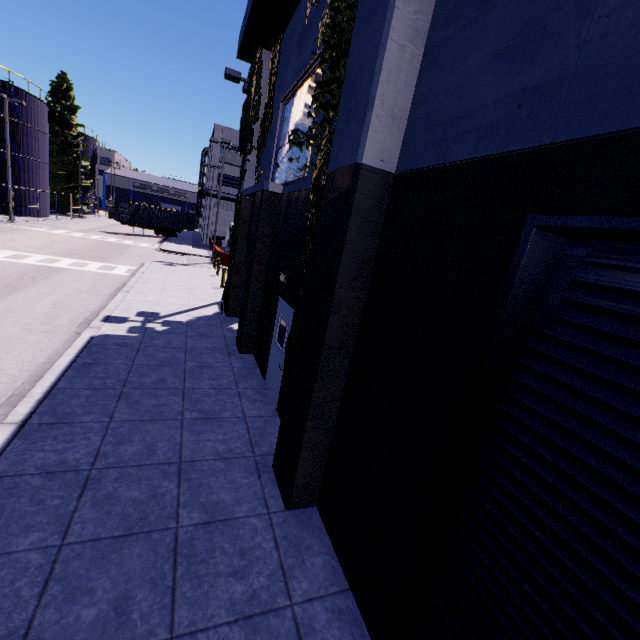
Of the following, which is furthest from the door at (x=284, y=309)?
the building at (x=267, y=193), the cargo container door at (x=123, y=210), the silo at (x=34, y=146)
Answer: the cargo container door at (x=123, y=210)

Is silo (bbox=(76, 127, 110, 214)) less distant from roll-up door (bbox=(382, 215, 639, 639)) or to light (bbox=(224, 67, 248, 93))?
light (bbox=(224, 67, 248, 93))

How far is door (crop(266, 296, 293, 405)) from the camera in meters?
7.4

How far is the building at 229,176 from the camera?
42.2 meters

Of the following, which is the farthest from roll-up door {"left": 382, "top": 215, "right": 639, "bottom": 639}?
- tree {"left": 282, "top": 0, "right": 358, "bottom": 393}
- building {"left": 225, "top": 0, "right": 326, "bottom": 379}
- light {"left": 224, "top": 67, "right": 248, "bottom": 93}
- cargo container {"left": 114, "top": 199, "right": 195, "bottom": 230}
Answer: cargo container {"left": 114, "top": 199, "right": 195, "bottom": 230}

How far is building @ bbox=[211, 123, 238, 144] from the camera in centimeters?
4059cm

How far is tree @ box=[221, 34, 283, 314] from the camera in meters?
10.9 m

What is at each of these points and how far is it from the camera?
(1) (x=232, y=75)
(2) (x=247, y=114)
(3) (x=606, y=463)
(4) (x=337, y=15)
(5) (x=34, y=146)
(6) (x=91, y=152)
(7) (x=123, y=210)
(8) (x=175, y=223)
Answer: (1) light, 13.27m
(2) tree, 11.69m
(3) roll-up door, 1.94m
(4) tree, 4.01m
(5) silo, 34.06m
(6) silo, 52.25m
(7) cargo container door, 36.81m
(8) cargo container, 43.84m
